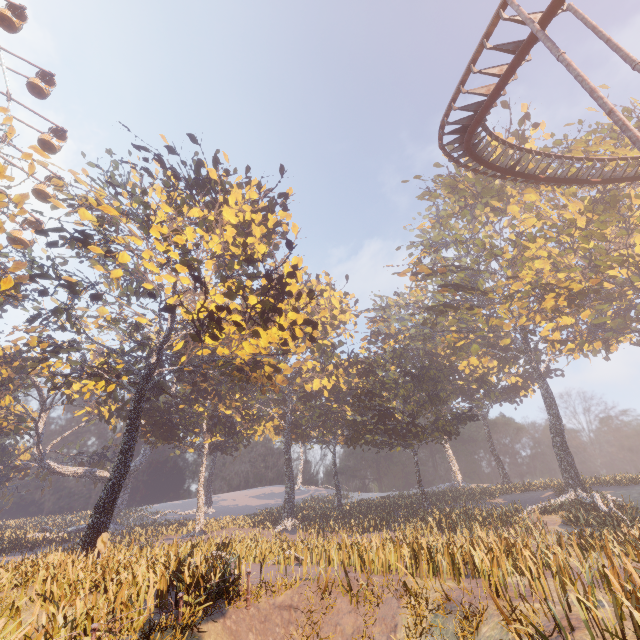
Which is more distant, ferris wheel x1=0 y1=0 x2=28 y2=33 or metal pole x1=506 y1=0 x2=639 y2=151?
ferris wheel x1=0 y1=0 x2=28 y2=33

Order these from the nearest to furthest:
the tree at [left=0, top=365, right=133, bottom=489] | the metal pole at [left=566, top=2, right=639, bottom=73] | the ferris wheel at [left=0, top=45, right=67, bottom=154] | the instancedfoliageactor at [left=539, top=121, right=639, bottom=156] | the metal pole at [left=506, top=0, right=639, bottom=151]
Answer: the metal pole at [left=506, top=0, right=639, bottom=151] < the metal pole at [left=566, top=2, right=639, bottom=73] < the instancedfoliageactor at [left=539, top=121, right=639, bottom=156] < the ferris wheel at [left=0, top=45, right=67, bottom=154] < the tree at [left=0, top=365, right=133, bottom=489]

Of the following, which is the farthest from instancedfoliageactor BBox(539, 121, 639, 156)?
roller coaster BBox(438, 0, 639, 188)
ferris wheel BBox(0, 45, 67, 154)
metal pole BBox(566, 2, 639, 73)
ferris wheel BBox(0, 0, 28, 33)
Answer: ferris wheel BBox(0, 0, 28, 33)

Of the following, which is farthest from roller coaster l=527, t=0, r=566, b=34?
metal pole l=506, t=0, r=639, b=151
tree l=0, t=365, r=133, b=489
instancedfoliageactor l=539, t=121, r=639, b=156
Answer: tree l=0, t=365, r=133, b=489

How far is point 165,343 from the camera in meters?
24.4

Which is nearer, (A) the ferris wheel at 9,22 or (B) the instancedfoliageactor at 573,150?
(B) the instancedfoliageactor at 573,150

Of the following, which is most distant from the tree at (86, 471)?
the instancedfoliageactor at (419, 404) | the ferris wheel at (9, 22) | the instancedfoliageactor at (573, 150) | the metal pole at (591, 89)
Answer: the instancedfoliageactor at (573, 150)

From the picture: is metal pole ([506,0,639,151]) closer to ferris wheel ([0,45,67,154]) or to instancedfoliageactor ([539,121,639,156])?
instancedfoliageactor ([539,121,639,156])
